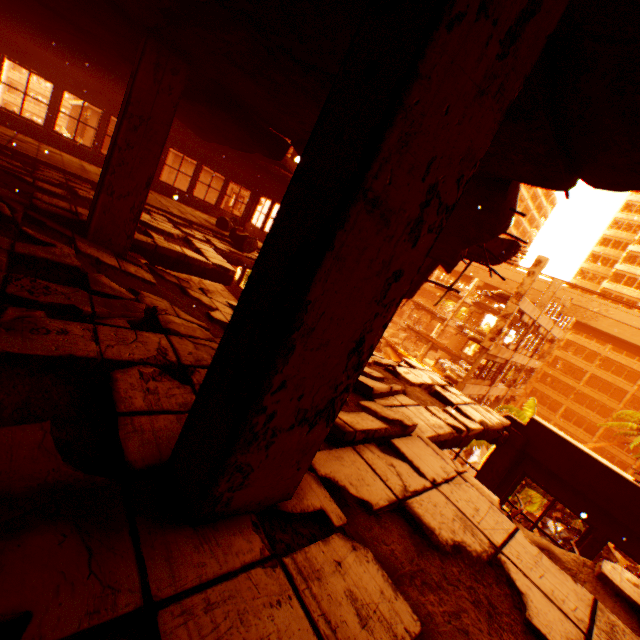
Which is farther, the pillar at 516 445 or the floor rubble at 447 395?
the pillar at 516 445

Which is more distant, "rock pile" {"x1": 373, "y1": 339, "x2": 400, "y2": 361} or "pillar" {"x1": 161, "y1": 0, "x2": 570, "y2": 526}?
"rock pile" {"x1": 373, "y1": 339, "x2": 400, "y2": 361}

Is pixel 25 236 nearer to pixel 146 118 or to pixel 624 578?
pixel 146 118

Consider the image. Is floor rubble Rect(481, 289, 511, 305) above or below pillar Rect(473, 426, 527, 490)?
above

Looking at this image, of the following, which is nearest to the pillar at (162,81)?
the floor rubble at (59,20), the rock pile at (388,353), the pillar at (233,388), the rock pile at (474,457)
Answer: the floor rubble at (59,20)

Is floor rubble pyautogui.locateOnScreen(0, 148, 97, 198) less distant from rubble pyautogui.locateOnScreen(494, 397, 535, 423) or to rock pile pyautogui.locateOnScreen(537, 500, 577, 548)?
rubble pyautogui.locateOnScreen(494, 397, 535, 423)

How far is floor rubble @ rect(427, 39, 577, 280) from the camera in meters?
2.0 m

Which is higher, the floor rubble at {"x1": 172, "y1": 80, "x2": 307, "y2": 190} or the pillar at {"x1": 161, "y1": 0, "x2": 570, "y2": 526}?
the floor rubble at {"x1": 172, "y1": 80, "x2": 307, "y2": 190}
